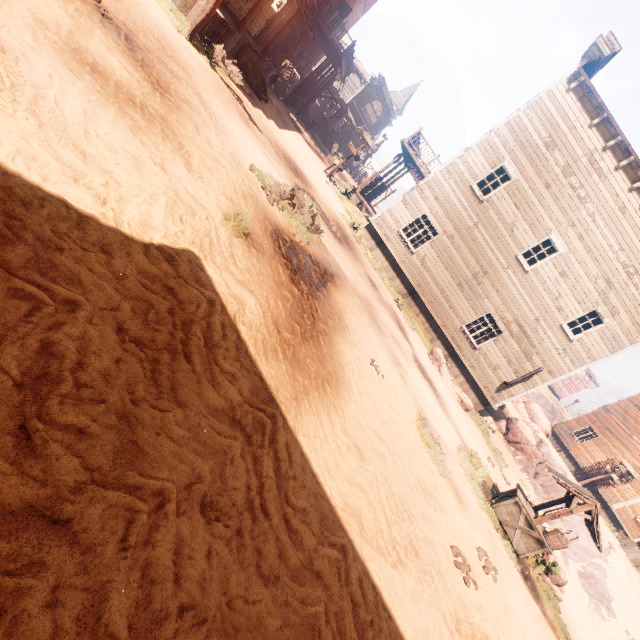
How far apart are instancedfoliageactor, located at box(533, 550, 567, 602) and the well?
0.8m

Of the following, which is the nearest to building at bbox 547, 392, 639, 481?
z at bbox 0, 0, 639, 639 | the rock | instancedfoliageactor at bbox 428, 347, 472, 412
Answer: z at bbox 0, 0, 639, 639

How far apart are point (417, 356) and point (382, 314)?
2.52m

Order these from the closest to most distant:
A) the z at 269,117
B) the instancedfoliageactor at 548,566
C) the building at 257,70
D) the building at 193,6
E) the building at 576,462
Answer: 1. the z at 269,117
2. the instancedfoliageactor at 548,566
3. the building at 193,6
4. the building at 257,70
5. the building at 576,462

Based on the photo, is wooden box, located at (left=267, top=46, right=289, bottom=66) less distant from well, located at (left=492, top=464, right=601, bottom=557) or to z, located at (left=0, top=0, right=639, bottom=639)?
z, located at (left=0, top=0, right=639, bottom=639)

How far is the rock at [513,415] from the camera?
20.2 meters

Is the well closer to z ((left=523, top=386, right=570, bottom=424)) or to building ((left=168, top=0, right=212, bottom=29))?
z ((left=523, top=386, right=570, bottom=424))

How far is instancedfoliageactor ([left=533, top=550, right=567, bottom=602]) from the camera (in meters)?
9.05
